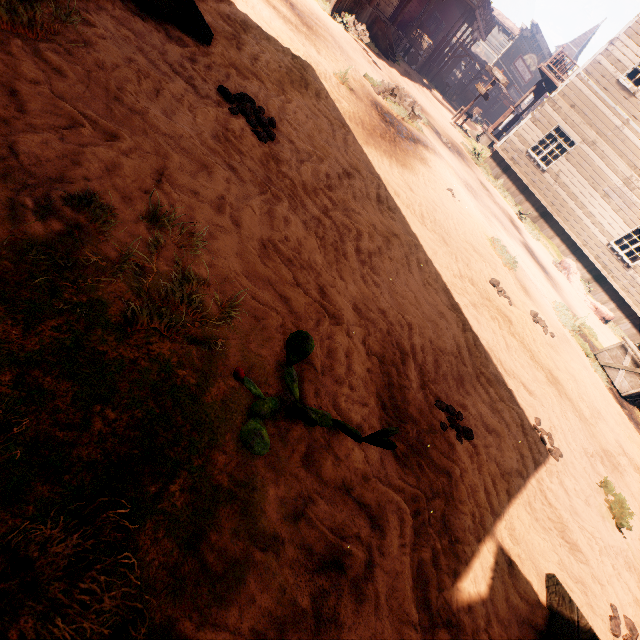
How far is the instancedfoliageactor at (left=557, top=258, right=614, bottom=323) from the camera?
12.9m

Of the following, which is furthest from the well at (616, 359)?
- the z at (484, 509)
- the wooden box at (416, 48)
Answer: the wooden box at (416, 48)

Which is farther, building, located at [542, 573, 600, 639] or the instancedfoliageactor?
the instancedfoliageactor

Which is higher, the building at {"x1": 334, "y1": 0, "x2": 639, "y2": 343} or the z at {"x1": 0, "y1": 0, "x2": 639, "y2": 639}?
the building at {"x1": 334, "y1": 0, "x2": 639, "y2": 343}

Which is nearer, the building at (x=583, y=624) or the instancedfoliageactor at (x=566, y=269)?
the building at (x=583, y=624)

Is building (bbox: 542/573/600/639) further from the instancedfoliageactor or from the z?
the instancedfoliageactor

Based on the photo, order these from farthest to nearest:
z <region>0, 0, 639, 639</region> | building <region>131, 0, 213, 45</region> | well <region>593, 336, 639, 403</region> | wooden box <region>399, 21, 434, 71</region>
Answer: wooden box <region>399, 21, 434, 71</region>, well <region>593, 336, 639, 403</region>, building <region>131, 0, 213, 45</region>, z <region>0, 0, 639, 639</region>

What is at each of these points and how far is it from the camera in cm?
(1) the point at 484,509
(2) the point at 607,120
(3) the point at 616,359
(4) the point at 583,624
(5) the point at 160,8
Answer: (1) z, 264
(2) building, 1430
(3) well, 846
(4) building, 231
(5) building, 394
